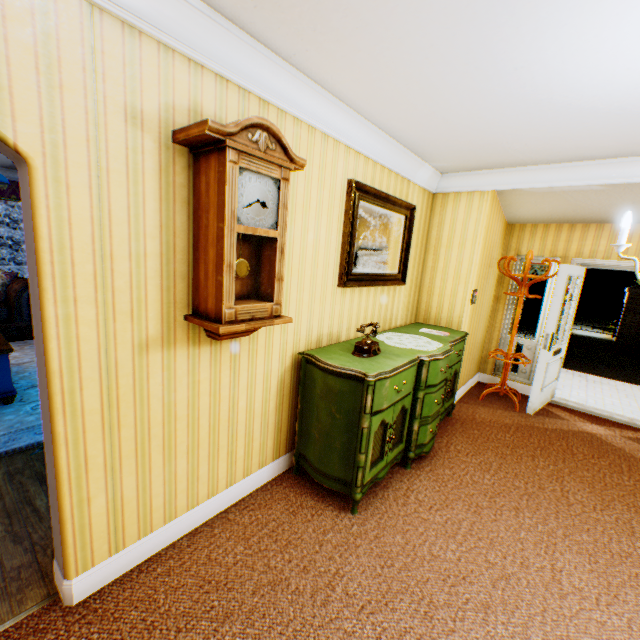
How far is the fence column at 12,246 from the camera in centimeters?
1210cm

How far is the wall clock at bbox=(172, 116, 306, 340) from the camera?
1.68m

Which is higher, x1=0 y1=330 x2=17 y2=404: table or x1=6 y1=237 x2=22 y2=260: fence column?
x1=6 y1=237 x2=22 y2=260: fence column

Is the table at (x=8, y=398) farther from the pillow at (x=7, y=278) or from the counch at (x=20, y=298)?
the pillow at (x=7, y=278)

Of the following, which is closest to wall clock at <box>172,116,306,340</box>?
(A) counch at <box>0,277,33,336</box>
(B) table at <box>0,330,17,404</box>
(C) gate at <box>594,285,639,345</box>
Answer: (B) table at <box>0,330,17,404</box>

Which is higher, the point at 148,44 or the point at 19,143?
the point at 148,44

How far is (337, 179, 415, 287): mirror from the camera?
3.04m

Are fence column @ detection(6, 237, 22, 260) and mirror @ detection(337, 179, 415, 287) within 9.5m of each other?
no
